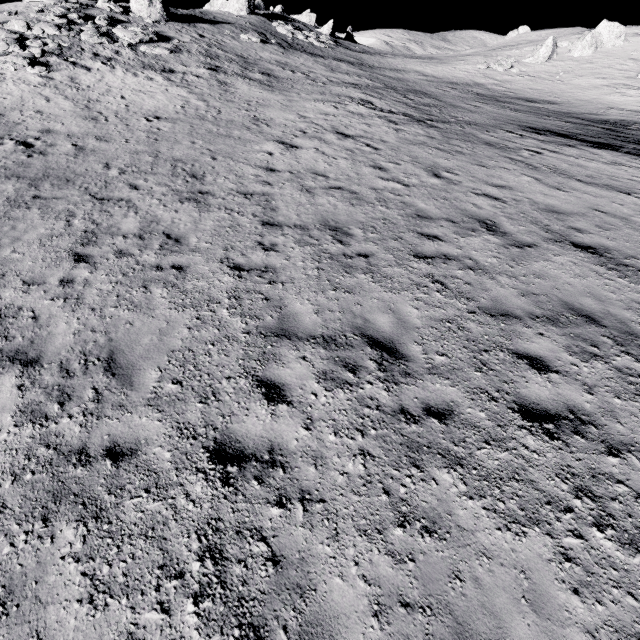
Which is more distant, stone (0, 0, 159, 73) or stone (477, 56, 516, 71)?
stone (477, 56, 516, 71)

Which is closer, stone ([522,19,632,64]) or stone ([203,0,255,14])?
stone ([522,19,632,64])

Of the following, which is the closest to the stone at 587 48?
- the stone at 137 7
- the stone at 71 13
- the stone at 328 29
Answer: the stone at 328 29

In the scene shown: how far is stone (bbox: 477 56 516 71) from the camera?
37.2m

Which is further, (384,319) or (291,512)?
(384,319)

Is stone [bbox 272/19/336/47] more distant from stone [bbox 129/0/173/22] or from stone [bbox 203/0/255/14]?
stone [bbox 129/0/173/22]

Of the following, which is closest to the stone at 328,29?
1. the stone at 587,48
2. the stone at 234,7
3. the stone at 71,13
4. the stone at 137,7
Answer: the stone at 234,7

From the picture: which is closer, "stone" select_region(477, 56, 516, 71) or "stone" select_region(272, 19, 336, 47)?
"stone" select_region(477, 56, 516, 71)
